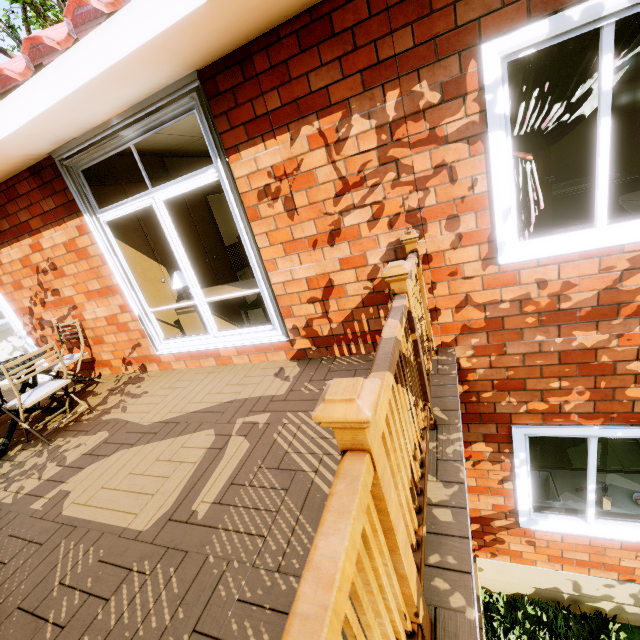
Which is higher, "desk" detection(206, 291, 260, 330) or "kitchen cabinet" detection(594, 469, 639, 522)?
"desk" detection(206, 291, 260, 330)

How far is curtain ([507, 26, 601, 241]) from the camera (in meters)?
1.97

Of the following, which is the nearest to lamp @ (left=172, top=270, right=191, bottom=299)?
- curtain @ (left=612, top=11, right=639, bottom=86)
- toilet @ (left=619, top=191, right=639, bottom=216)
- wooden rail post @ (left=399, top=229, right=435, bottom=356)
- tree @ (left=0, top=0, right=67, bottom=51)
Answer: wooden rail post @ (left=399, top=229, right=435, bottom=356)

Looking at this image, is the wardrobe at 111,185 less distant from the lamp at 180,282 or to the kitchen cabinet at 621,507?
the lamp at 180,282

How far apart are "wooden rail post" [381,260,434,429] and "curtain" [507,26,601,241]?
1.2 meters

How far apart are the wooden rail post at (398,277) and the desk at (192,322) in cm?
195

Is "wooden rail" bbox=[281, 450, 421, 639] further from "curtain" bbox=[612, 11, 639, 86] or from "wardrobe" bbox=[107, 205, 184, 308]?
"wardrobe" bbox=[107, 205, 184, 308]

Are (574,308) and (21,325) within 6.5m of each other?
no
